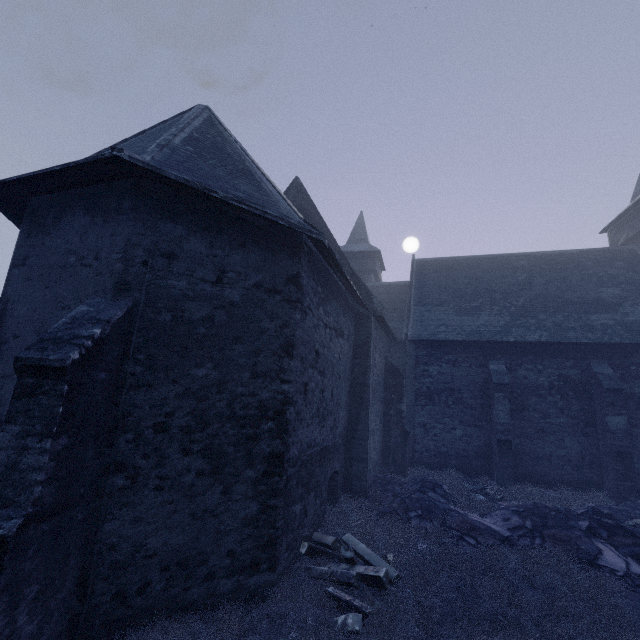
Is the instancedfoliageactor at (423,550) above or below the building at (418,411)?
below

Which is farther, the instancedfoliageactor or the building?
the instancedfoliageactor

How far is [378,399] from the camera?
13.9 meters

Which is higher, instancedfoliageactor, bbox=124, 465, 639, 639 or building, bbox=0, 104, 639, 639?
building, bbox=0, 104, 639, 639

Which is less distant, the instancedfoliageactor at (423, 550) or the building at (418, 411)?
the building at (418, 411)
